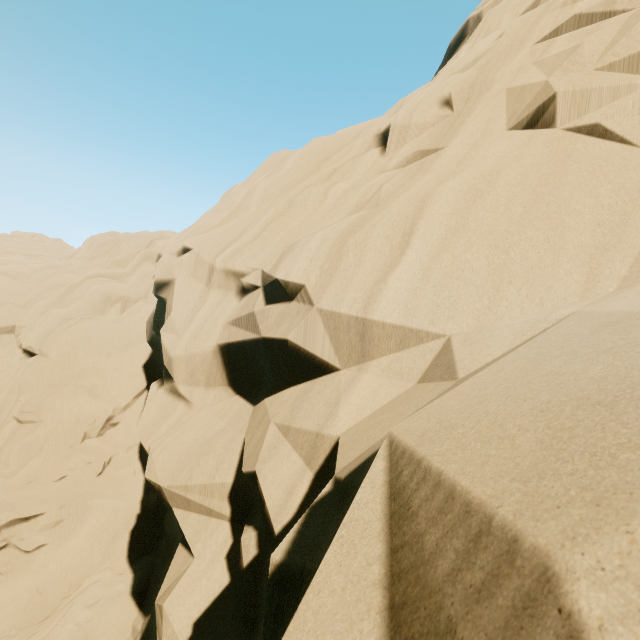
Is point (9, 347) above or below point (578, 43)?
below
